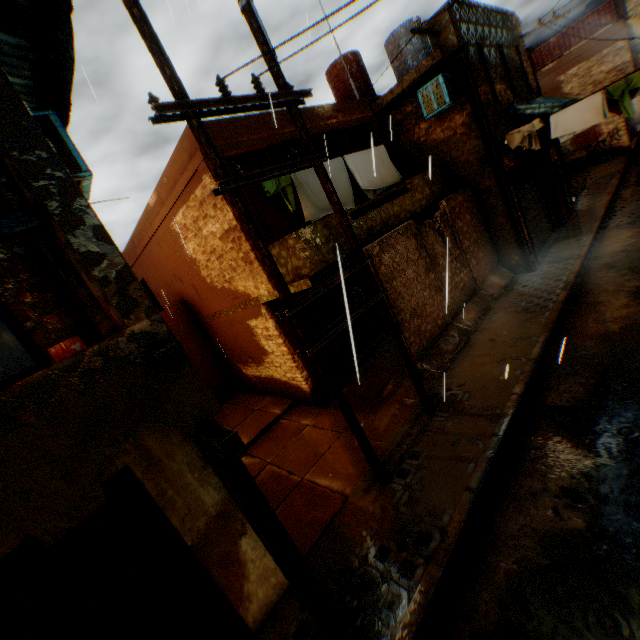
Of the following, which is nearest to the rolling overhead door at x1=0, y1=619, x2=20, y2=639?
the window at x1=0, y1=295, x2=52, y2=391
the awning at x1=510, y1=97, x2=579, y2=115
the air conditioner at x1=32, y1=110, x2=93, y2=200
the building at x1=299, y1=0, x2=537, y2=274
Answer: Result: the building at x1=299, y1=0, x2=537, y2=274

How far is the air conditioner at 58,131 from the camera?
3.74m

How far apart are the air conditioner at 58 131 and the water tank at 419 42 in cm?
1362

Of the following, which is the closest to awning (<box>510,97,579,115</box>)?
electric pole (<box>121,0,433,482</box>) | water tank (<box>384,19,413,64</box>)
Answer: water tank (<box>384,19,413,64</box>)

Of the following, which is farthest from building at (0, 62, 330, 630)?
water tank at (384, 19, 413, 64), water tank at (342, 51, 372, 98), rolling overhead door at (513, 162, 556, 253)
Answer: water tank at (342, 51, 372, 98)

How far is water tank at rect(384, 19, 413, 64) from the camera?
12.79m

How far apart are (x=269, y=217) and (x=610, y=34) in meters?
26.3

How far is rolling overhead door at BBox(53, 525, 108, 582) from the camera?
3.4 meters
